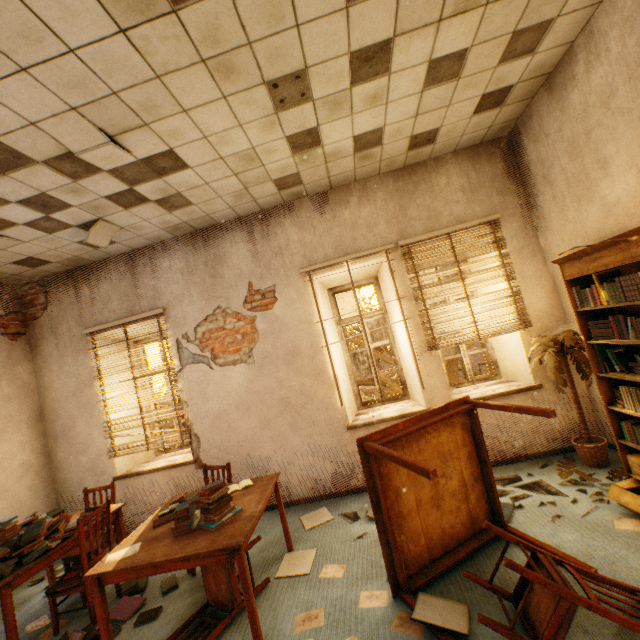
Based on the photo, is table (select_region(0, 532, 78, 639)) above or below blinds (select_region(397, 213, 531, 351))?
below

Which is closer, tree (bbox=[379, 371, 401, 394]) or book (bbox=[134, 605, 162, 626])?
book (bbox=[134, 605, 162, 626])

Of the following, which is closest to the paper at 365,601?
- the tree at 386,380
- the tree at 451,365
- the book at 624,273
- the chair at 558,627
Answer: the chair at 558,627

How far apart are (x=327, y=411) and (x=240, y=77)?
3.6m

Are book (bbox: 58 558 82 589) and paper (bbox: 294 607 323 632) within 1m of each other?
no

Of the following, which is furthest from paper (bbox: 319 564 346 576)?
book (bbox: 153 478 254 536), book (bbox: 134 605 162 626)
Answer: book (bbox: 134 605 162 626)

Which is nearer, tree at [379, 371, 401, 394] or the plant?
the plant

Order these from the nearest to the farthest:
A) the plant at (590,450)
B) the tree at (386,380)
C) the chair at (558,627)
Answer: the chair at (558,627)
the plant at (590,450)
the tree at (386,380)
